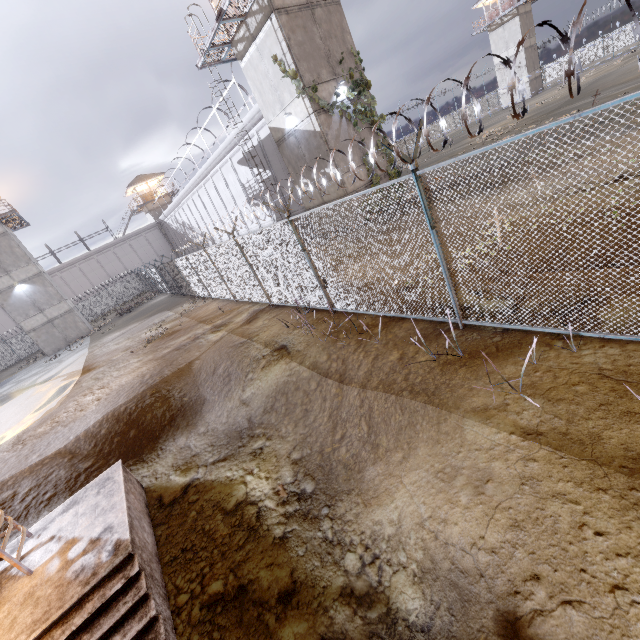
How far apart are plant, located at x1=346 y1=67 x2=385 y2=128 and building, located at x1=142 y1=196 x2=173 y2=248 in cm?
4407

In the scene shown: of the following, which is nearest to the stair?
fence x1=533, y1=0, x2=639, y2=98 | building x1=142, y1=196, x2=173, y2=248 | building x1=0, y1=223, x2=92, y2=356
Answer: fence x1=533, y1=0, x2=639, y2=98

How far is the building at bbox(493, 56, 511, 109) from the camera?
46.78m

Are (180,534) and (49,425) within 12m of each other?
yes

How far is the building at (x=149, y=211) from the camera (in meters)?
50.03

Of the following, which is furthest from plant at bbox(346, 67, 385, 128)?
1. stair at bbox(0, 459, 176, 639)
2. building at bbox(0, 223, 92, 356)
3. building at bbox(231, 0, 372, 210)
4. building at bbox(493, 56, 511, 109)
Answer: building at bbox(493, 56, 511, 109)

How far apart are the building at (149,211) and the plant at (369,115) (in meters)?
44.07

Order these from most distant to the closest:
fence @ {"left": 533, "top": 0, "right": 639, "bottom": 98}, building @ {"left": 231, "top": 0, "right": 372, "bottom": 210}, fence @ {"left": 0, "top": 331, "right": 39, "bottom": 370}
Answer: fence @ {"left": 0, "top": 331, "right": 39, "bottom": 370}
building @ {"left": 231, "top": 0, "right": 372, "bottom": 210}
fence @ {"left": 533, "top": 0, "right": 639, "bottom": 98}
